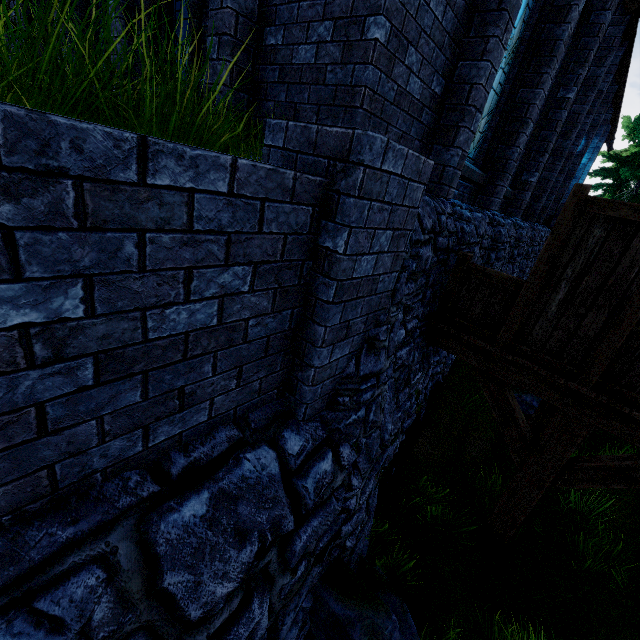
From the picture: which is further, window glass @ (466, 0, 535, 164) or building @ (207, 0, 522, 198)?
window glass @ (466, 0, 535, 164)

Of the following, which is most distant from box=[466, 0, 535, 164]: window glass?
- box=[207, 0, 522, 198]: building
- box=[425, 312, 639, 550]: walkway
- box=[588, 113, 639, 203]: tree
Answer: box=[588, 113, 639, 203]: tree

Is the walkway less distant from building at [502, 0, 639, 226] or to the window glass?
building at [502, 0, 639, 226]

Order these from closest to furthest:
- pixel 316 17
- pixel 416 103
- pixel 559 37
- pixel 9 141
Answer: pixel 9 141 → pixel 316 17 → pixel 416 103 → pixel 559 37

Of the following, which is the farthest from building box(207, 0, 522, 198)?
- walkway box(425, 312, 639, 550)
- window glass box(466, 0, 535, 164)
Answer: walkway box(425, 312, 639, 550)

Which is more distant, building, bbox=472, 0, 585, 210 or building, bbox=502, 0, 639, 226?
building, bbox=502, 0, 639, 226

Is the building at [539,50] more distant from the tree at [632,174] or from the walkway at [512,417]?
the walkway at [512,417]

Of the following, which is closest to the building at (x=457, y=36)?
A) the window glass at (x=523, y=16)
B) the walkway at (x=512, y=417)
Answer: the window glass at (x=523, y=16)
